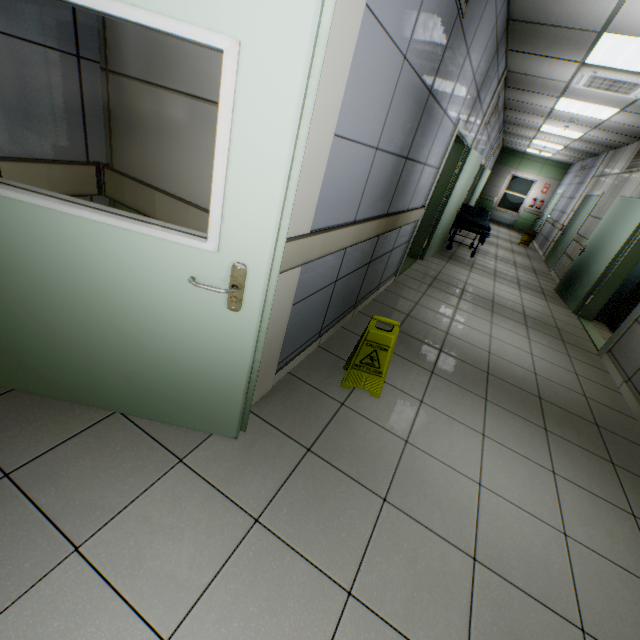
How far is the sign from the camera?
2.32m

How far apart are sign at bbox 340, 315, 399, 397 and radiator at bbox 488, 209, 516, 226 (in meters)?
16.89

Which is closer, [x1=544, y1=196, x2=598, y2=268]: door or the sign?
the sign

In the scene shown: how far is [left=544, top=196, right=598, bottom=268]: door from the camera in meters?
8.5 m

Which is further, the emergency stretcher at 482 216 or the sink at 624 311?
the emergency stretcher at 482 216

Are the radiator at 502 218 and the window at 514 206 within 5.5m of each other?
yes

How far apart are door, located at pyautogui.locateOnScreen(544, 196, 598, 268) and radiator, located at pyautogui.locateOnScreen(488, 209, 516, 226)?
6.8 meters

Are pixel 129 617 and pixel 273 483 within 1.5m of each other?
yes
